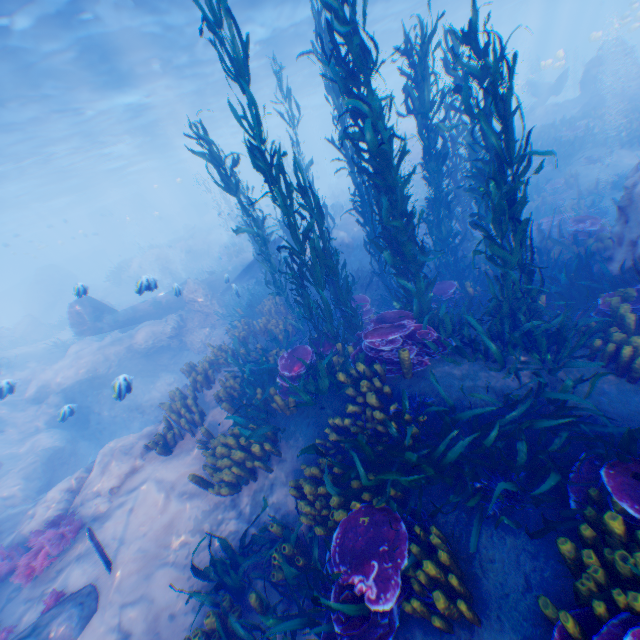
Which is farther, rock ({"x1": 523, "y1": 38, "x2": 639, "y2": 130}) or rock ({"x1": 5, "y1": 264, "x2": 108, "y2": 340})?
rock ({"x1": 5, "y1": 264, "x2": 108, "y2": 340})

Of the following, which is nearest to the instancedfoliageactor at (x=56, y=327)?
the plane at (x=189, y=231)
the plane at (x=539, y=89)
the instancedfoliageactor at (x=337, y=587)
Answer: the instancedfoliageactor at (x=337, y=587)

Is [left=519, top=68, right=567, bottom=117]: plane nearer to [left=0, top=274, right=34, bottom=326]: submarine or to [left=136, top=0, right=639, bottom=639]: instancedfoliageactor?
[left=136, top=0, right=639, bottom=639]: instancedfoliageactor

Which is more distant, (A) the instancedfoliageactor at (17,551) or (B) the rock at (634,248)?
(A) the instancedfoliageactor at (17,551)

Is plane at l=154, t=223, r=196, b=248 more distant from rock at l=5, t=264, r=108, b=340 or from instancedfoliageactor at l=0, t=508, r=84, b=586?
instancedfoliageactor at l=0, t=508, r=84, b=586

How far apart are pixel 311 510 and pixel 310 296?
4.2 meters

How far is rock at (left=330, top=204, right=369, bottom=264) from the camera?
15.9m

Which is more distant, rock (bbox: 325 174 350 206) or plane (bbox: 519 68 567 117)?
rock (bbox: 325 174 350 206)
